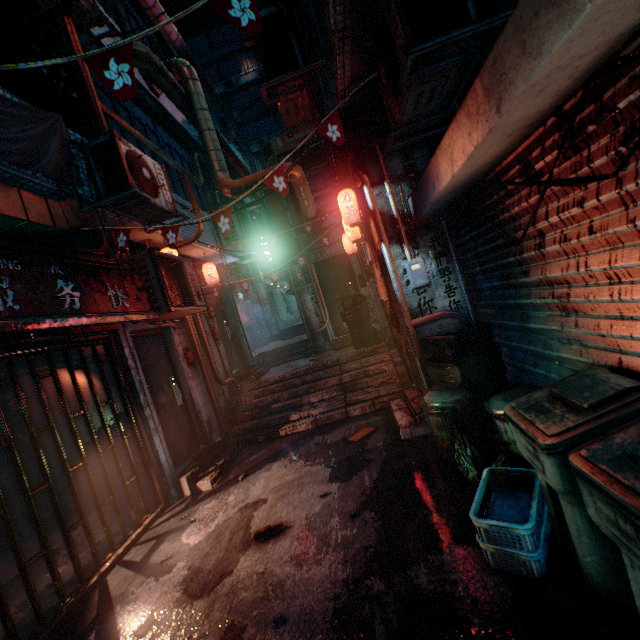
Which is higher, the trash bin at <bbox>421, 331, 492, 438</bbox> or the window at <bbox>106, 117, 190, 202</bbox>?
the window at <bbox>106, 117, 190, 202</bbox>

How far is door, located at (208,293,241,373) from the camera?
7.6m

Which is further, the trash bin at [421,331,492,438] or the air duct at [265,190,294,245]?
the air duct at [265,190,294,245]

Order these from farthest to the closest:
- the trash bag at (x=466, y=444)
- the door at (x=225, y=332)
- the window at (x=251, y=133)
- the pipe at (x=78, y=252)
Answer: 1. the window at (x=251, y=133)
2. the door at (x=225, y=332)
3. the pipe at (x=78, y=252)
4. the trash bag at (x=466, y=444)

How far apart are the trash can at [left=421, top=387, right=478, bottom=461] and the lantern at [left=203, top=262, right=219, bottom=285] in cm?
500

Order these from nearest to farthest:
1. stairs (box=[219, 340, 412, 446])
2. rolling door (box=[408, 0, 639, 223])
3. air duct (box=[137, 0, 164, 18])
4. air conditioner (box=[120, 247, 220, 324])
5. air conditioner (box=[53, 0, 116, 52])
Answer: rolling door (box=[408, 0, 639, 223]) → air conditioner (box=[53, 0, 116, 52]) → air conditioner (box=[120, 247, 220, 324]) → stairs (box=[219, 340, 412, 446]) → air duct (box=[137, 0, 164, 18])

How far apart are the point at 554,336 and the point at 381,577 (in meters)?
2.09

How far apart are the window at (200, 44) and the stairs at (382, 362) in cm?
3493
